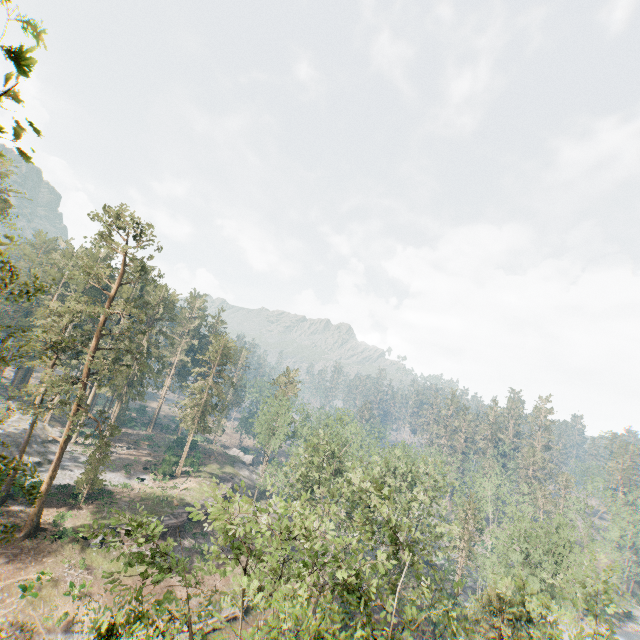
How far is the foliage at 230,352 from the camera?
53.2m

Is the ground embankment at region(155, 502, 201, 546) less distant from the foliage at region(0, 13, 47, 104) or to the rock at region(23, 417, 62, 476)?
the foliage at region(0, 13, 47, 104)

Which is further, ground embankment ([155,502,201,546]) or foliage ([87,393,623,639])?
ground embankment ([155,502,201,546])

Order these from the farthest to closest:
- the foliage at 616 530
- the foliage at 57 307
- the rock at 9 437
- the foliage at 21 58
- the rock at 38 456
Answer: the foliage at 616 530 → the rock at 38 456 → the rock at 9 437 → the foliage at 57 307 → the foliage at 21 58

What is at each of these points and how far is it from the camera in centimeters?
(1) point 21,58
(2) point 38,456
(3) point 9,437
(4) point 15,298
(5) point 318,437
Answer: (1) foliage, 269cm
(2) rock, 4359cm
(3) rock, 4288cm
(4) foliage, 1495cm
(5) foliage, 3766cm

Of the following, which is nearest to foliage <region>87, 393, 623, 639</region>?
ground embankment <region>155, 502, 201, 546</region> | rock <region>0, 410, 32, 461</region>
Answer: rock <region>0, 410, 32, 461</region>
